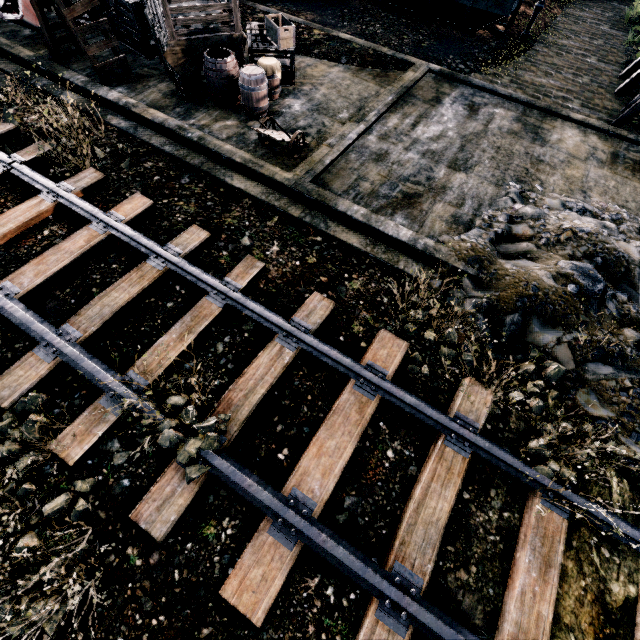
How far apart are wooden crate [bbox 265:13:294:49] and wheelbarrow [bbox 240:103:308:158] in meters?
3.7

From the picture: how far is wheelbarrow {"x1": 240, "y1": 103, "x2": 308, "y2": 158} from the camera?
9.2 meters

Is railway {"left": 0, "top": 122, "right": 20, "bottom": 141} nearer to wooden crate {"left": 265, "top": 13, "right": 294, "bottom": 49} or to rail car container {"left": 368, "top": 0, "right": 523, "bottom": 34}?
wooden crate {"left": 265, "top": 13, "right": 294, "bottom": 49}

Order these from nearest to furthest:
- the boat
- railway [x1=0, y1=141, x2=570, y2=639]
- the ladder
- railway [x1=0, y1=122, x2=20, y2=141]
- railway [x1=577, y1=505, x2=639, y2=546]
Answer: railway [x1=0, y1=141, x2=570, y2=639] → railway [x1=577, y1=505, x2=639, y2=546] → railway [x1=0, y1=122, x2=20, y2=141] → the ladder → the boat

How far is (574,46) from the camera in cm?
1781

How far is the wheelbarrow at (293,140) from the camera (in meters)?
9.22

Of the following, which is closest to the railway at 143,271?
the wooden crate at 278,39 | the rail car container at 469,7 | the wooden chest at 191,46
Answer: the wooden chest at 191,46

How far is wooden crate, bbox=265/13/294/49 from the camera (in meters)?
11.46
